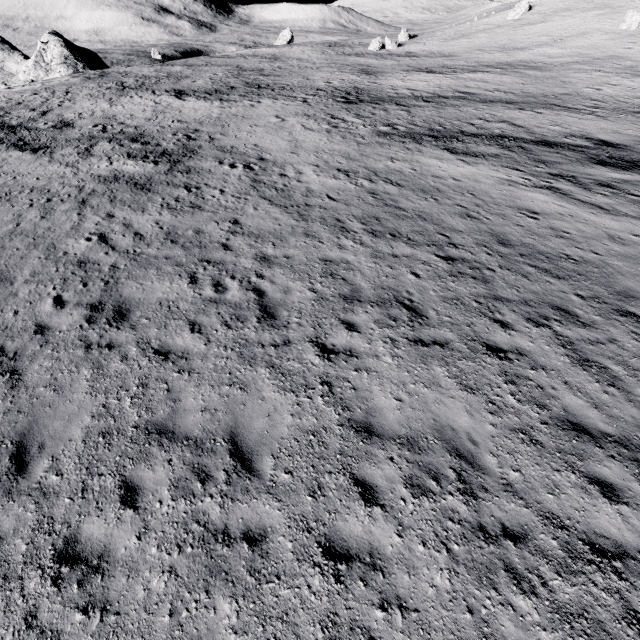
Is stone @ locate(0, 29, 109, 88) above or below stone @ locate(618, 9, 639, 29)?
below

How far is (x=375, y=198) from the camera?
14.69m

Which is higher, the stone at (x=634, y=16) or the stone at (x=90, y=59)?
the stone at (x=634, y=16)
